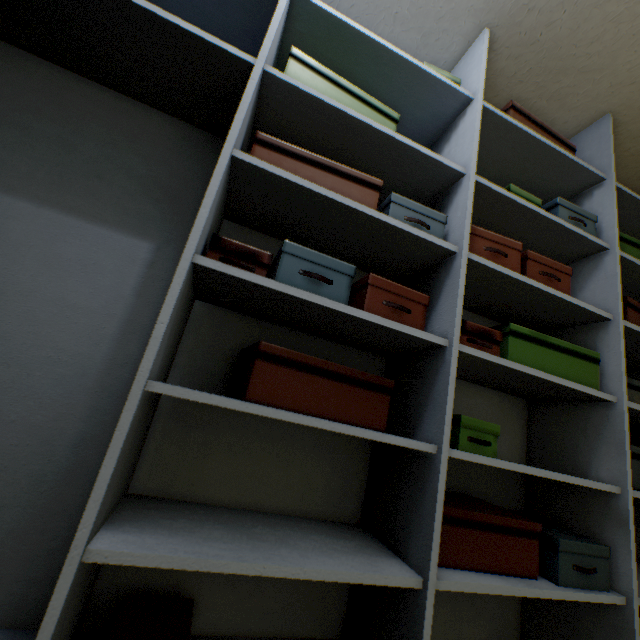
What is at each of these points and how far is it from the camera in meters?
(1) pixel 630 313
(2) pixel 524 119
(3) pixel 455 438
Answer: (1) box, 1.3
(2) box, 1.3
(3) box, 0.9

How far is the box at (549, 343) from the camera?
1.0 meters

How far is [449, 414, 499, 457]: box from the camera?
0.9m

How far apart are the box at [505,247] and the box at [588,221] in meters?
0.2 m

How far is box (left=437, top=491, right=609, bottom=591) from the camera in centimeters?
88cm

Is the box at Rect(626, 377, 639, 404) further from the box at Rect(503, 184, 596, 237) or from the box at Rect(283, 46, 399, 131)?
the box at Rect(283, 46, 399, 131)

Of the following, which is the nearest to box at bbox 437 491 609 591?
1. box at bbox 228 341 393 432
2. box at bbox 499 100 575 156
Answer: box at bbox 228 341 393 432

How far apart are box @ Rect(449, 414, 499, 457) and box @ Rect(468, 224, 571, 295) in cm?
57
